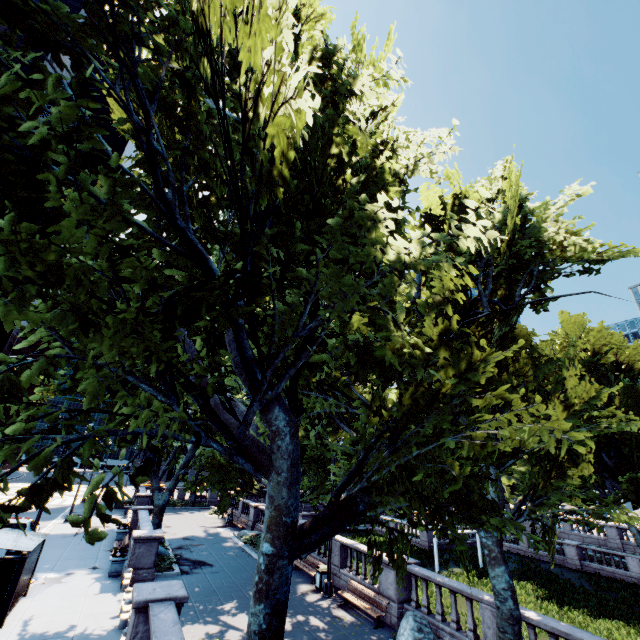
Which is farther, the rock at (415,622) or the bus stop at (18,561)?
the bus stop at (18,561)

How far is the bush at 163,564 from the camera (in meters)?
17.77

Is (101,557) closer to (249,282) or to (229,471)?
(229,471)

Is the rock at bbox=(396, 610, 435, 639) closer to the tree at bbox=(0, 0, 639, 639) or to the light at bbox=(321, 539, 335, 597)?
the tree at bbox=(0, 0, 639, 639)

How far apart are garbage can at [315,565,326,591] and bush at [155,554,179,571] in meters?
7.9 m

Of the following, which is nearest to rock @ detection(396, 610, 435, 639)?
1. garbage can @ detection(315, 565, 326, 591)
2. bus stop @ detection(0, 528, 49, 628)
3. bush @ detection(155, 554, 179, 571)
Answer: garbage can @ detection(315, 565, 326, 591)

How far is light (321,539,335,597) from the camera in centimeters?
1600cm

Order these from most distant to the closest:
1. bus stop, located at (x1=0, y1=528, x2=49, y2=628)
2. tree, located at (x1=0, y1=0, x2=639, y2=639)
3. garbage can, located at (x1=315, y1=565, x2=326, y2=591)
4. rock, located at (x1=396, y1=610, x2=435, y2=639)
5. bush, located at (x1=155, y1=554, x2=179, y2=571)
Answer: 1. bush, located at (x1=155, y1=554, x2=179, y2=571)
2. garbage can, located at (x1=315, y1=565, x2=326, y2=591)
3. bus stop, located at (x1=0, y1=528, x2=49, y2=628)
4. rock, located at (x1=396, y1=610, x2=435, y2=639)
5. tree, located at (x1=0, y1=0, x2=639, y2=639)
